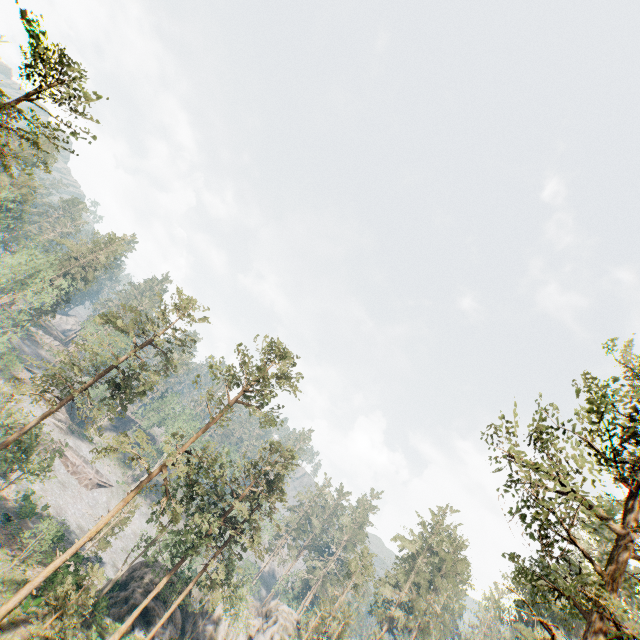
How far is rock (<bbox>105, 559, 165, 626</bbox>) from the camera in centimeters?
3229cm

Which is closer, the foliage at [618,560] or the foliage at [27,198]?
the foliage at [618,560]

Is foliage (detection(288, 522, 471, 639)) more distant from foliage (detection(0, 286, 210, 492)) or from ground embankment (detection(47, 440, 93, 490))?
ground embankment (detection(47, 440, 93, 490))

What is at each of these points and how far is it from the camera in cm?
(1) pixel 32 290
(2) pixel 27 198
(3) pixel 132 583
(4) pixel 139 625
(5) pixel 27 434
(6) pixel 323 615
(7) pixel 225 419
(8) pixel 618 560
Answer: (1) foliage, 5959
(2) foliage, 5806
(3) rock, 3538
(4) rock, 3231
(5) foliage, 3256
(6) foliage, 4512
(7) foliage, 2942
(8) foliage, 1154

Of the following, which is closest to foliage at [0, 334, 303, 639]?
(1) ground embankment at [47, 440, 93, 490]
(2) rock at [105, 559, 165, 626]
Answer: (2) rock at [105, 559, 165, 626]

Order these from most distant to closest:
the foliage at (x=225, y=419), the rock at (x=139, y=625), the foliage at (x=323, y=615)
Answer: the foliage at (x=323, y=615)
the rock at (x=139, y=625)
the foliage at (x=225, y=419)

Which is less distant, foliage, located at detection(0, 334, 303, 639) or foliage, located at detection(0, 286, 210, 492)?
foliage, located at detection(0, 334, 303, 639)
